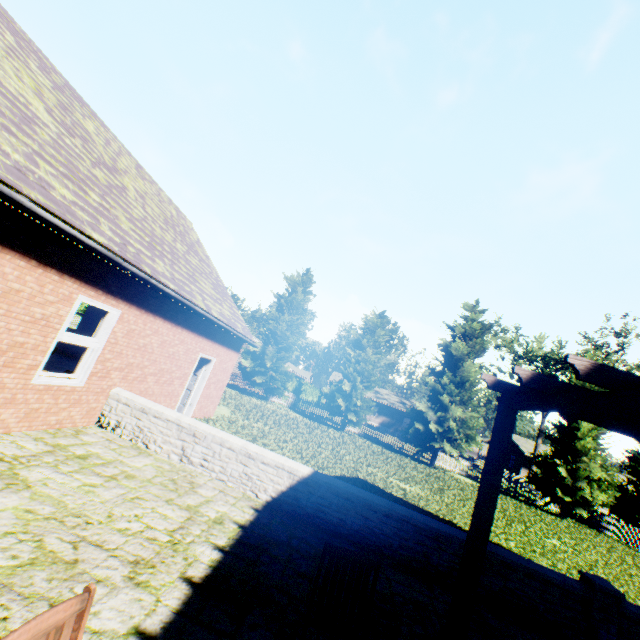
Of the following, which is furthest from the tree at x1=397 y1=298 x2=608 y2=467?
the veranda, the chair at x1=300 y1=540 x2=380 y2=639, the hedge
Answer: the chair at x1=300 y1=540 x2=380 y2=639

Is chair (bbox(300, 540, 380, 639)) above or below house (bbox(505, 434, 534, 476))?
below

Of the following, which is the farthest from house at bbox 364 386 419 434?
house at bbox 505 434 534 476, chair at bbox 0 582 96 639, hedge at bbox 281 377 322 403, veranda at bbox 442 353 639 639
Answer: chair at bbox 0 582 96 639

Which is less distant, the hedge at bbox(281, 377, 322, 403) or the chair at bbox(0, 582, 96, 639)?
the chair at bbox(0, 582, 96, 639)

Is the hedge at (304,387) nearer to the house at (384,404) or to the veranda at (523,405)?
the house at (384,404)

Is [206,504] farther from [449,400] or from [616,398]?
[449,400]

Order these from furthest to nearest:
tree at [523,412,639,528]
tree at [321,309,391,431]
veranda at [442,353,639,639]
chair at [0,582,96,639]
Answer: tree at [321,309,391,431] → tree at [523,412,639,528] → veranda at [442,353,639,639] → chair at [0,582,96,639]

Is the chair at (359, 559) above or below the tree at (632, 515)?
below
